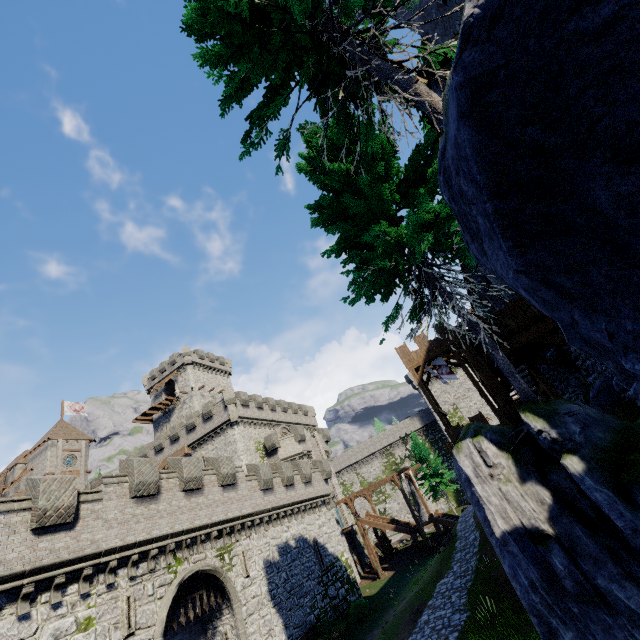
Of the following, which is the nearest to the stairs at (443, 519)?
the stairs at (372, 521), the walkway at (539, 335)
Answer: the stairs at (372, 521)

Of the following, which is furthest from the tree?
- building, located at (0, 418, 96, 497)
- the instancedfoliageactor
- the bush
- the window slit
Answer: building, located at (0, 418, 96, 497)

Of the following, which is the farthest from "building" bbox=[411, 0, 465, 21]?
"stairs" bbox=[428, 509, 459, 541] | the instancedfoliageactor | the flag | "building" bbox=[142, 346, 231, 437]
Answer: "building" bbox=[142, 346, 231, 437]

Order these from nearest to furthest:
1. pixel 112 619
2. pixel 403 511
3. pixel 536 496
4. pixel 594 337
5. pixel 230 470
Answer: pixel 594 337 → pixel 536 496 → pixel 112 619 → pixel 230 470 → pixel 403 511

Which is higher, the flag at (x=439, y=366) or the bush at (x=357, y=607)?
the flag at (x=439, y=366)

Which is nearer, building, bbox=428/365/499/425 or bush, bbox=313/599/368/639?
bush, bbox=313/599/368/639

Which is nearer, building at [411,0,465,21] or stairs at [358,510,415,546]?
building at [411,0,465,21]

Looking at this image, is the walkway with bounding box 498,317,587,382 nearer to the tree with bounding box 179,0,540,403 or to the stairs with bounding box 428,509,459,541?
the tree with bounding box 179,0,540,403
